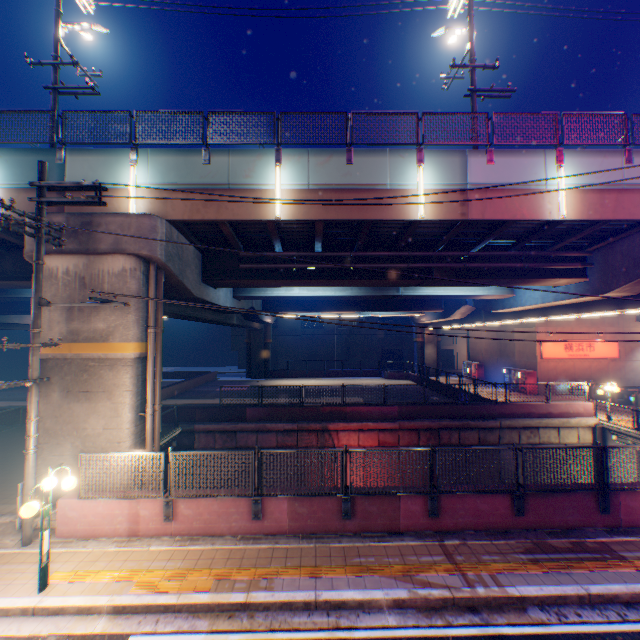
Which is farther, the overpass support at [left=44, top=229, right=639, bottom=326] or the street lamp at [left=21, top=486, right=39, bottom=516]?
the overpass support at [left=44, top=229, right=639, bottom=326]

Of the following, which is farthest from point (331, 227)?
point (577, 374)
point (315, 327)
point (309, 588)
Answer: point (315, 327)

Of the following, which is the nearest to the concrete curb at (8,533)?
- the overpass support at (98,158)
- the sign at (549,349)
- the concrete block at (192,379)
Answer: the overpass support at (98,158)

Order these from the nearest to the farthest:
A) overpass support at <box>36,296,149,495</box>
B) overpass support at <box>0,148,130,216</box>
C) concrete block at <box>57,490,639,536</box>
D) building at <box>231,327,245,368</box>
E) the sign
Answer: concrete block at <box>57,490,639,536</box>, overpass support at <box>36,296,149,495</box>, overpass support at <box>0,148,130,216</box>, the sign, building at <box>231,327,245,368</box>

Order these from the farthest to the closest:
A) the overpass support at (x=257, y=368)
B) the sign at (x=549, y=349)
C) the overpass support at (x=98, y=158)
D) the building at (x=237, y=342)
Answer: the building at (x=237, y=342) < the sign at (x=549, y=349) < the overpass support at (x=257, y=368) < the overpass support at (x=98, y=158)

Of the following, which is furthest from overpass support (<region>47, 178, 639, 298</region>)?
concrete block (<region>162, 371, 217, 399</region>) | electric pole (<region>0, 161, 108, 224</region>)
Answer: electric pole (<region>0, 161, 108, 224</region>)

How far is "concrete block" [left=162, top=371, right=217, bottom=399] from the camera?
27.7 meters

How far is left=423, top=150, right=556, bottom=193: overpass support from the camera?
11.3 meters
